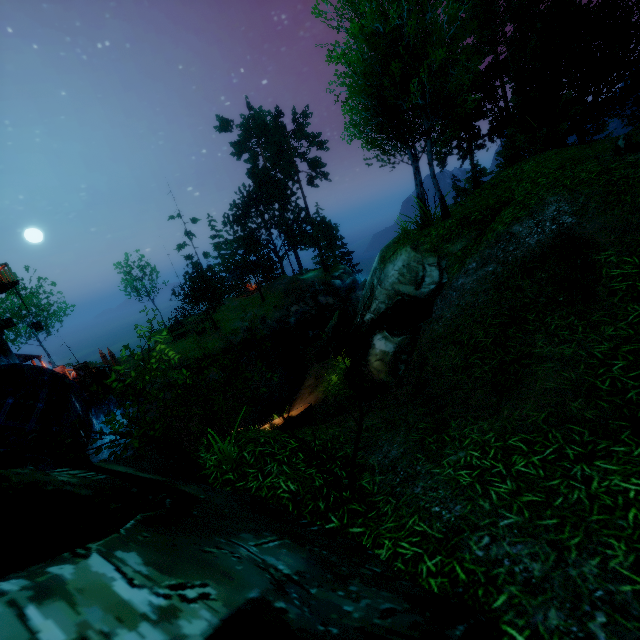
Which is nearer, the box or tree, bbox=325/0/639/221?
tree, bbox=325/0/639/221

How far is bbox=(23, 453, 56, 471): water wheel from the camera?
14.3m

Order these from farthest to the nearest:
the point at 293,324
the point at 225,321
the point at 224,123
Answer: the point at 224,123
the point at 225,321
the point at 293,324

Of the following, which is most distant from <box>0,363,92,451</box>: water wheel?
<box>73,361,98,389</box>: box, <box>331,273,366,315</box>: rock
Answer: <box>331,273,366,315</box>: rock

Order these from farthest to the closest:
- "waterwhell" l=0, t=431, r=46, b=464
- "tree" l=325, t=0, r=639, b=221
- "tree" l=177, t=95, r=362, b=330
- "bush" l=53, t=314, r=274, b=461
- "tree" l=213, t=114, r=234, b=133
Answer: "tree" l=213, t=114, r=234, b=133
"tree" l=177, t=95, r=362, b=330
"waterwhell" l=0, t=431, r=46, b=464
"tree" l=325, t=0, r=639, b=221
"bush" l=53, t=314, r=274, b=461

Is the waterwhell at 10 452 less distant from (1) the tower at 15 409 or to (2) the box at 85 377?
(1) the tower at 15 409

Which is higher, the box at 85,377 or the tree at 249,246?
the tree at 249,246

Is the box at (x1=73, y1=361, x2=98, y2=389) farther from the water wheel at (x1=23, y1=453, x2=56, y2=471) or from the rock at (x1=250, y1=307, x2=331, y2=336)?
the rock at (x1=250, y1=307, x2=331, y2=336)
